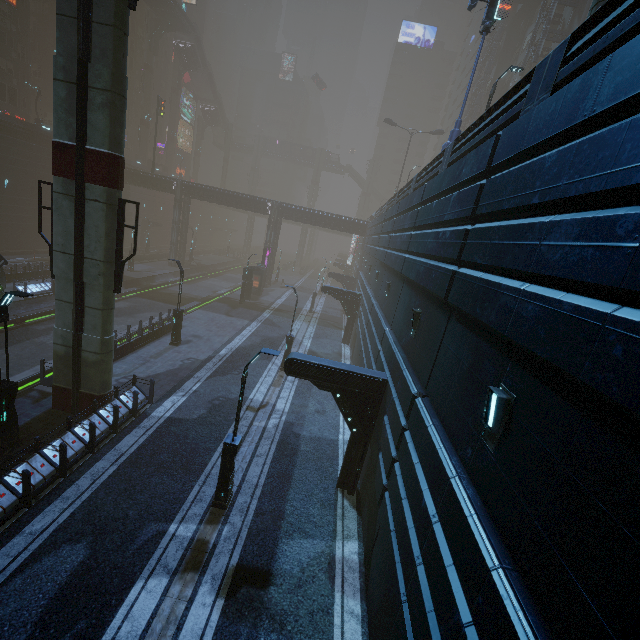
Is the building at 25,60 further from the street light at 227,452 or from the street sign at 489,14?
the street light at 227,452

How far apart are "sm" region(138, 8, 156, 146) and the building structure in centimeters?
5477cm

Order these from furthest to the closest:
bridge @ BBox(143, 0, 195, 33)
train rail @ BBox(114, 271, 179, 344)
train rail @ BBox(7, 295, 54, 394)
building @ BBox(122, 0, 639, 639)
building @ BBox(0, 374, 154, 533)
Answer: bridge @ BBox(143, 0, 195, 33) → train rail @ BBox(114, 271, 179, 344) → train rail @ BBox(7, 295, 54, 394) → building @ BBox(0, 374, 154, 533) → building @ BBox(122, 0, 639, 639)

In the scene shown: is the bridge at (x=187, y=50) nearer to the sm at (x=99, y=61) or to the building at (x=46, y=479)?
the building at (x=46, y=479)

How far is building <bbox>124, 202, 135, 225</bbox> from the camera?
53.7m

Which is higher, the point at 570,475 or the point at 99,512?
the point at 570,475

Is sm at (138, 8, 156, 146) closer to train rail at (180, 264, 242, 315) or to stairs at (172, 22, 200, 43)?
stairs at (172, 22, 200, 43)
